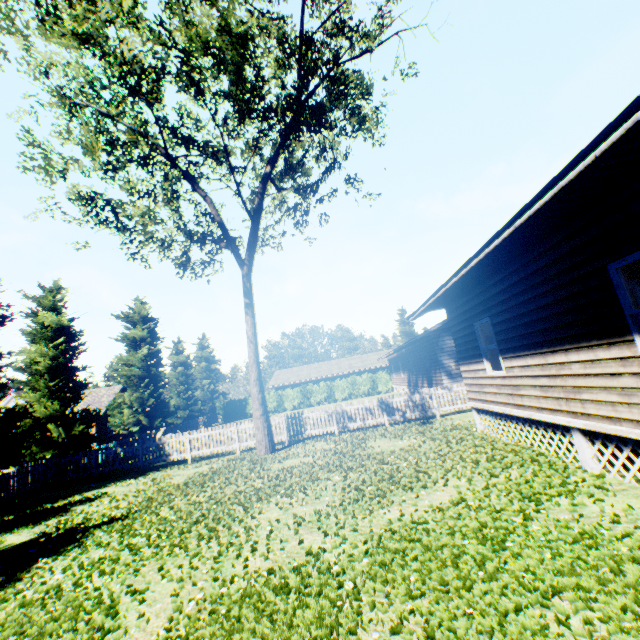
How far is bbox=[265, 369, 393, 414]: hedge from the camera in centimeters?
4047cm

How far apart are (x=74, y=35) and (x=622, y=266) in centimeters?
1471cm

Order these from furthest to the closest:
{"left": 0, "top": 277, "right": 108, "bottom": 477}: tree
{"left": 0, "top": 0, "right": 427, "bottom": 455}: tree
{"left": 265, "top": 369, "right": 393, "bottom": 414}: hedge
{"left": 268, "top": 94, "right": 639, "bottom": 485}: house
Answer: {"left": 265, "top": 369, "right": 393, "bottom": 414}: hedge, {"left": 0, "top": 277, "right": 108, "bottom": 477}: tree, {"left": 0, "top": 0, "right": 427, "bottom": 455}: tree, {"left": 268, "top": 94, "right": 639, "bottom": 485}: house

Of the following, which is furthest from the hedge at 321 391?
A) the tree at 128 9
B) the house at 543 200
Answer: the house at 543 200

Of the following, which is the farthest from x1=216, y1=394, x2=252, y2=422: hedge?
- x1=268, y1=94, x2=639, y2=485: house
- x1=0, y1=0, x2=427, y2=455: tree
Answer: x1=268, y1=94, x2=639, y2=485: house

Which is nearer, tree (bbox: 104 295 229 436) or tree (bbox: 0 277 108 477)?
tree (bbox: 0 277 108 477)

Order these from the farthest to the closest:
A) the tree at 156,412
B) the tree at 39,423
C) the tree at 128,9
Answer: the tree at 156,412
the tree at 39,423
the tree at 128,9

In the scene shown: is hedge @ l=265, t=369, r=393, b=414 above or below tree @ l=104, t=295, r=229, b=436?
below
